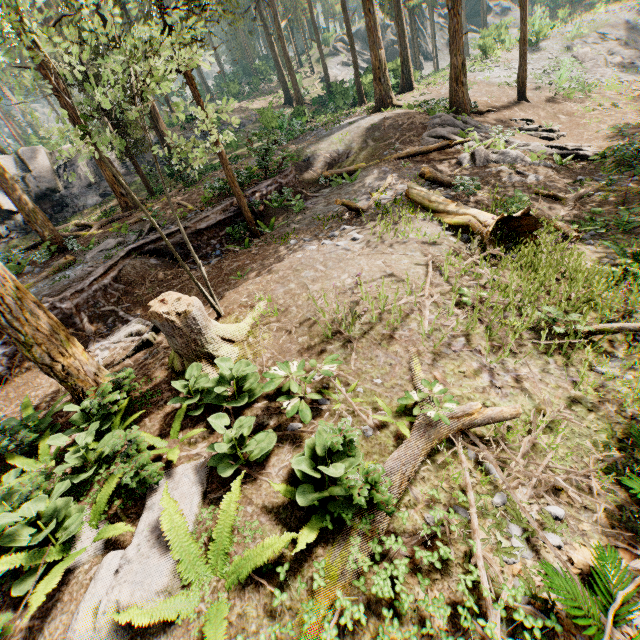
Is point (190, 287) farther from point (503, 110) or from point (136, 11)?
point (503, 110)

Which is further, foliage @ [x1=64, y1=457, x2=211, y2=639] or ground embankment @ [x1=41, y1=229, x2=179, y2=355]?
ground embankment @ [x1=41, y1=229, x2=179, y2=355]

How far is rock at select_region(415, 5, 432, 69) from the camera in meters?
53.0

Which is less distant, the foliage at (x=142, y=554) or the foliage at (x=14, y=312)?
the foliage at (x=142, y=554)

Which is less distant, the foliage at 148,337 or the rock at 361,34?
the foliage at 148,337

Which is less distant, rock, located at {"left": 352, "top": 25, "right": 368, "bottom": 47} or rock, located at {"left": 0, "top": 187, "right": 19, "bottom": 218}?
rock, located at {"left": 0, "top": 187, "right": 19, "bottom": 218}

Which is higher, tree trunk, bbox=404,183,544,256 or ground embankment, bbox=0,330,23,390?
ground embankment, bbox=0,330,23,390
